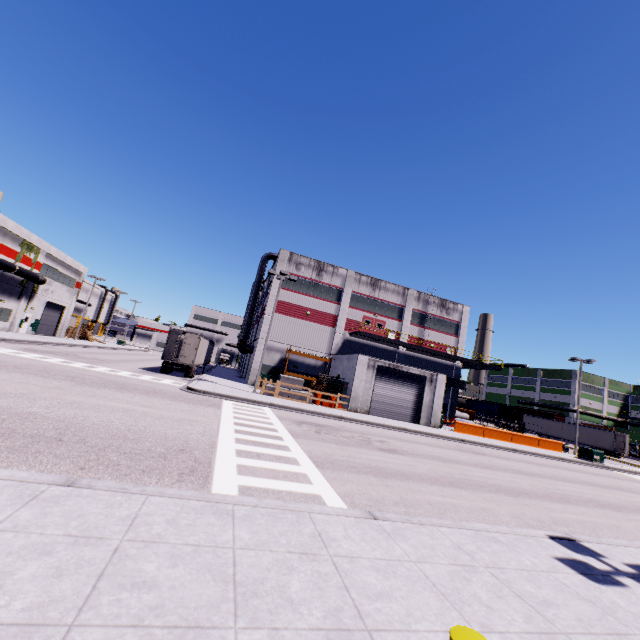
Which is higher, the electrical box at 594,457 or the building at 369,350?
the building at 369,350

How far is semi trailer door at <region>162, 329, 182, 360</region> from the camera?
27.08m

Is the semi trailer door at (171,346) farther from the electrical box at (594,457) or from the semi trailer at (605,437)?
the electrical box at (594,457)

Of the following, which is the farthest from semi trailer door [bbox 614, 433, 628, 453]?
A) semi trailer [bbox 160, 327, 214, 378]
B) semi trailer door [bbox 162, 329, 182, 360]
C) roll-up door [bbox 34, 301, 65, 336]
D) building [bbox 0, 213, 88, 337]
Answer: semi trailer door [bbox 162, 329, 182, 360]

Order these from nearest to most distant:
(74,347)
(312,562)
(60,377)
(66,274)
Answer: (312,562)
(60,377)
(74,347)
(66,274)

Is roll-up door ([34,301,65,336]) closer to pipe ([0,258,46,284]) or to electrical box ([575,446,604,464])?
pipe ([0,258,46,284])

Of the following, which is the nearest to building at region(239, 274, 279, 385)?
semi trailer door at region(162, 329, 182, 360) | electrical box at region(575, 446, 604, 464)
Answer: electrical box at region(575, 446, 604, 464)

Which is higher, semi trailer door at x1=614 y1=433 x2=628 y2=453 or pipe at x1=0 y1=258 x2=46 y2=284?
pipe at x1=0 y1=258 x2=46 y2=284
